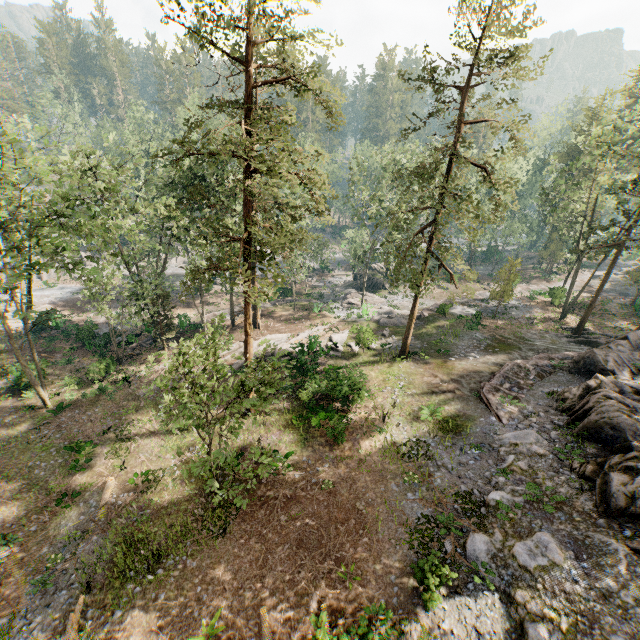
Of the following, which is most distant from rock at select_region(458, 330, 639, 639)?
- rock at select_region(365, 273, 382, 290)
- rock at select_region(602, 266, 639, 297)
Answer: rock at select_region(365, 273, 382, 290)

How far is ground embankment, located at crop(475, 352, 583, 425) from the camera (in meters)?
19.31

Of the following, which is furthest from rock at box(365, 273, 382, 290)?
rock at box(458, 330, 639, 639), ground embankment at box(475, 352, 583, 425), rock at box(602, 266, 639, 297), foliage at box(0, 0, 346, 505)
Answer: rock at box(458, 330, 639, 639)

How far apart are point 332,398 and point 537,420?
12.3 meters

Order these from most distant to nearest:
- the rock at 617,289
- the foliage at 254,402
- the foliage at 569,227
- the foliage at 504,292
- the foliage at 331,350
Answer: the rock at 617,289 < the foliage at 504,292 < the foliage at 331,350 < the foliage at 569,227 < the foliage at 254,402

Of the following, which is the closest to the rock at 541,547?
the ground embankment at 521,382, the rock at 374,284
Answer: the ground embankment at 521,382

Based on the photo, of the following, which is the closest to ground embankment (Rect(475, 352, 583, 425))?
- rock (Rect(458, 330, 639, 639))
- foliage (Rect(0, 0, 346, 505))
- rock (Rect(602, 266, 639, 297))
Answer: rock (Rect(458, 330, 639, 639))

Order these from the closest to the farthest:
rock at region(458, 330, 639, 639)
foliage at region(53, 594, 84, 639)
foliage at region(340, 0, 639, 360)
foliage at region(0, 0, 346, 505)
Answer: rock at region(458, 330, 639, 639)
foliage at region(53, 594, 84, 639)
foliage at region(0, 0, 346, 505)
foliage at region(340, 0, 639, 360)
